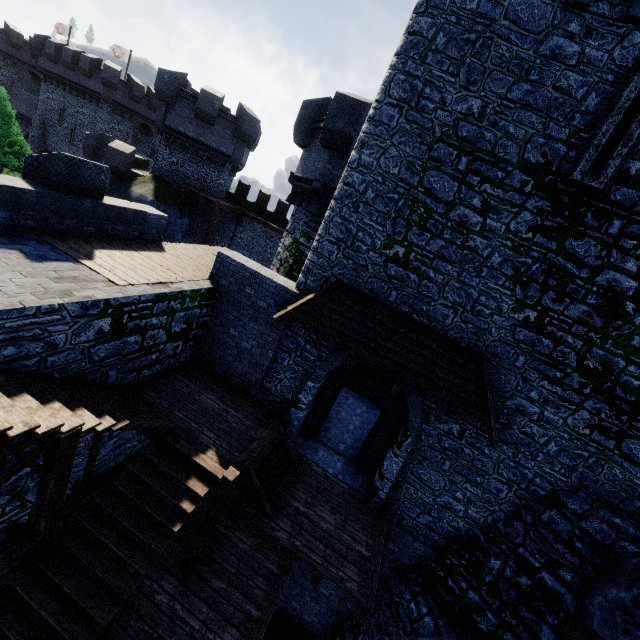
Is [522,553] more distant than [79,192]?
No

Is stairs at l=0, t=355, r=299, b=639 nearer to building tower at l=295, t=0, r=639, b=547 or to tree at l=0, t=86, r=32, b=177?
building tower at l=295, t=0, r=639, b=547

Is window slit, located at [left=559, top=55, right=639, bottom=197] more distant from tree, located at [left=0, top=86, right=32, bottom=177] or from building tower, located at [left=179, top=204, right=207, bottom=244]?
tree, located at [left=0, top=86, right=32, bottom=177]

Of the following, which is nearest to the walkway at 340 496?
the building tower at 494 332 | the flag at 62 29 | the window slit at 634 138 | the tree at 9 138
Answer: the building tower at 494 332

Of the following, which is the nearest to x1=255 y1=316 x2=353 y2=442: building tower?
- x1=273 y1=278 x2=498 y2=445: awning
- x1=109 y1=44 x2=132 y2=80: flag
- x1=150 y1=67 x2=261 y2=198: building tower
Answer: x1=273 y1=278 x2=498 y2=445: awning

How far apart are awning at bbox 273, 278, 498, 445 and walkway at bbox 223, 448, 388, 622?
3.64m

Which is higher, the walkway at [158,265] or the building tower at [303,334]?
the walkway at [158,265]

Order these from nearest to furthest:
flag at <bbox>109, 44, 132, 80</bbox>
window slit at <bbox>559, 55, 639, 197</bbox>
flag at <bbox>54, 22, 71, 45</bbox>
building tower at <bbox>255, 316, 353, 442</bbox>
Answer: window slit at <bbox>559, 55, 639, 197</bbox>
building tower at <bbox>255, 316, 353, 442</bbox>
flag at <bbox>109, 44, 132, 80</bbox>
flag at <bbox>54, 22, 71, 45</bbox>
